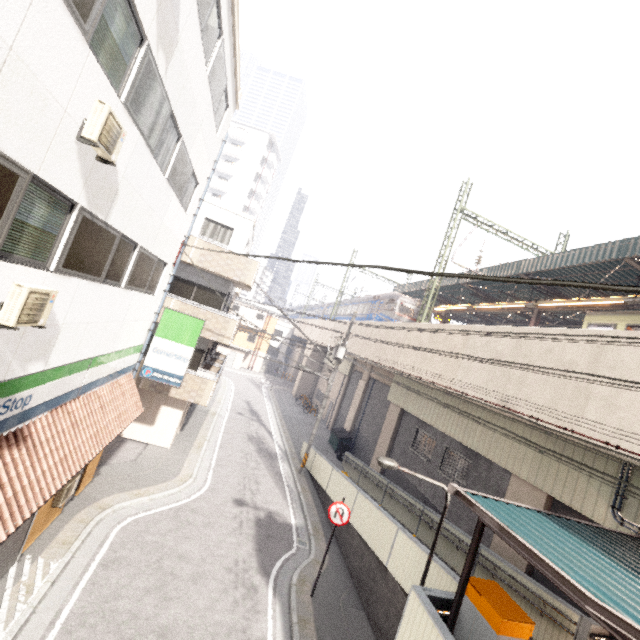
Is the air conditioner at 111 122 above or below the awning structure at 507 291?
below

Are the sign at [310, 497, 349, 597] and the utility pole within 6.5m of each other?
no

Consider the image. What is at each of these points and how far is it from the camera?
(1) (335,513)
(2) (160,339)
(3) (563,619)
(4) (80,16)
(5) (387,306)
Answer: (1) sign, 9.8 meters
(2) sign, 11.6 meters
(3) ramp, 7.5 meters
(4) window, 3.9 meters
(5) train, 26.7 meters

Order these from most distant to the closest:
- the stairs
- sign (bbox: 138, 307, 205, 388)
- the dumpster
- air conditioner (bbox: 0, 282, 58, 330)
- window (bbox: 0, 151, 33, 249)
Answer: the stairs < the dumpster < sign (bbox: 138, 307, 205, 388) < air conditioner (bbox: 0, 282, 58, 330) < window (bbox: 0, 151, 33, 249)

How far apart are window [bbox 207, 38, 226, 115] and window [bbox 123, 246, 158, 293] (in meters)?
4.75

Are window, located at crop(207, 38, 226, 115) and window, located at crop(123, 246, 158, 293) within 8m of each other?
yes

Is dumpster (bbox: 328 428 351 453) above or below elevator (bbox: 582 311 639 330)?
below

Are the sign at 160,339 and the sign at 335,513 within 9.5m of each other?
yes
